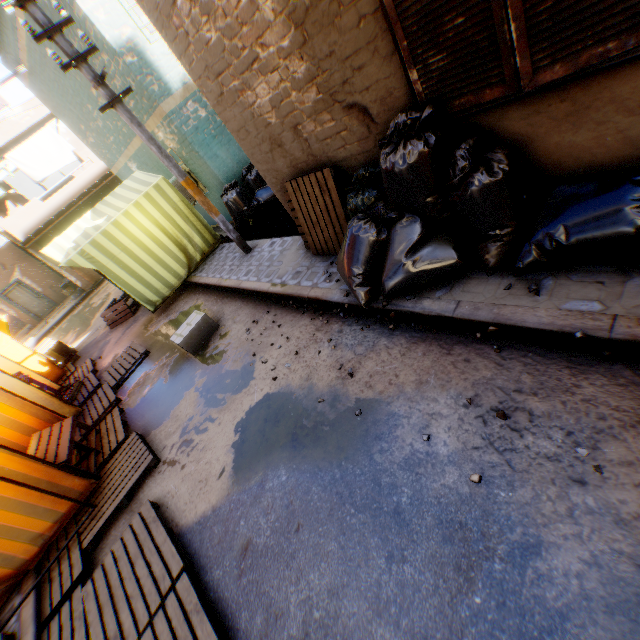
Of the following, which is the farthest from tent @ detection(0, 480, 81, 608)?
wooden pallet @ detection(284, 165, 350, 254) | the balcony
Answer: wooden pallet @ detection(284, 165, 350, 254)

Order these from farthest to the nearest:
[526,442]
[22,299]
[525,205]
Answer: [22,299]
[525,205]
[526,442]

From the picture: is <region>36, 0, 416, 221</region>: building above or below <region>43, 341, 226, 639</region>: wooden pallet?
above

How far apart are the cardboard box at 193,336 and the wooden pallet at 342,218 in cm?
223

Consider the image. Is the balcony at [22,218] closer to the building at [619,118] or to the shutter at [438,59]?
the building at [619,118]

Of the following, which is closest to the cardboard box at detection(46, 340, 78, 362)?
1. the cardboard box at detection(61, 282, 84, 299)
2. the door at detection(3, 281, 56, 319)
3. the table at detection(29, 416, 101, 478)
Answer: the cardboard box at detection(61, 282, 84, 299)

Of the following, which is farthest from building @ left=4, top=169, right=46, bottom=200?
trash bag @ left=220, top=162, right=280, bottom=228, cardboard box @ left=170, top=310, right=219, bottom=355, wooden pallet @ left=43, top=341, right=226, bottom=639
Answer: cardboard box @ left=170, top=310, right=219, bottom=355

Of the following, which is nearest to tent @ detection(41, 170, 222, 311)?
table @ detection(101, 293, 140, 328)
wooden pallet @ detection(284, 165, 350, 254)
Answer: table @ detection(101, 293, 140, 328)
